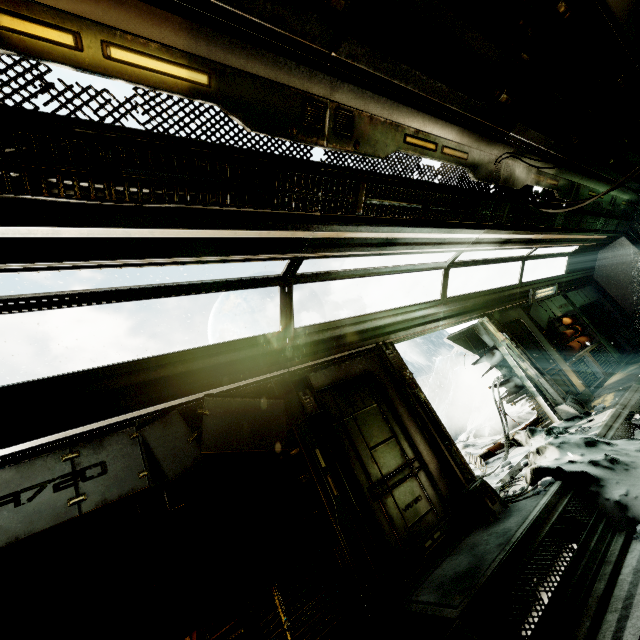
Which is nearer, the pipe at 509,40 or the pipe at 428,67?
the pipe at 428,67

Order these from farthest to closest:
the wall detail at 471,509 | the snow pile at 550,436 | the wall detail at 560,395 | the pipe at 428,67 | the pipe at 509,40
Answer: the wall detail at 560,395 → the wall detail at 471,509 → the snow pile at 550,436 → the pipe at 509,40 → the pipe at 428,67

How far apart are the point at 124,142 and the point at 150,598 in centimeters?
352cm

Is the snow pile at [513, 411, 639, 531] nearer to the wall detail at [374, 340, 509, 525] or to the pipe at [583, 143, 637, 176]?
the wall detail at [374, 340, 509, 525]

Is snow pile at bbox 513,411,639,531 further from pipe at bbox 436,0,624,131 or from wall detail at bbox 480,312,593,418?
pipe at bbox 436,0,624,131

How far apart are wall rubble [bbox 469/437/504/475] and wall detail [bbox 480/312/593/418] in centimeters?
63cm

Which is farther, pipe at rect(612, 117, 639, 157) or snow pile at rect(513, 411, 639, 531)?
pipe at rect(612, 117, 639, 157)

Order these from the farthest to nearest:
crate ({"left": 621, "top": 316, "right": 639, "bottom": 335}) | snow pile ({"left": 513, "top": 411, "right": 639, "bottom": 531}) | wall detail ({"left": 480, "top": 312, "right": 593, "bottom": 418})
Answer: crate ({"left": 621, "top": 316, "right": 639, "bottom": 335}) → wall detail ({"left": 480, "top": 312, "right": 593, "bottom": 418}) → snow pile ({"left": 513, "top": 411, "right": 639, "bottom": 531})
